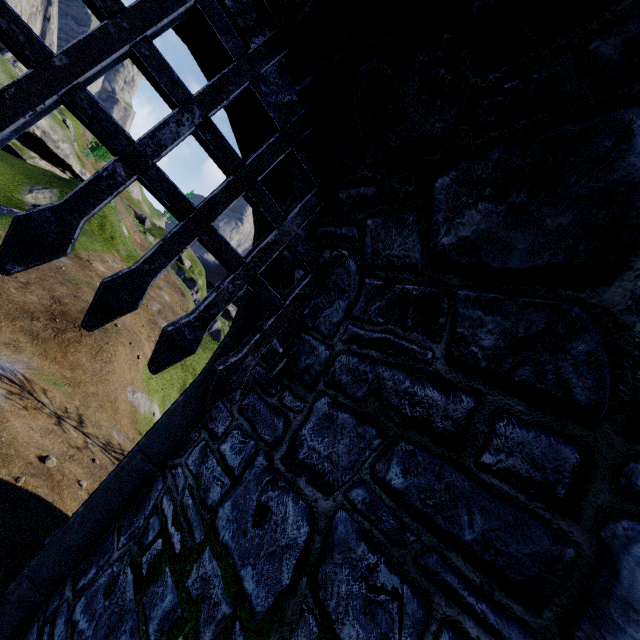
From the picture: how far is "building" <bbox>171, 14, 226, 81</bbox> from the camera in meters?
2.8 m

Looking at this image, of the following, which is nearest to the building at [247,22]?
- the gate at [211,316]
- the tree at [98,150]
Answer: the gate at [211,316]

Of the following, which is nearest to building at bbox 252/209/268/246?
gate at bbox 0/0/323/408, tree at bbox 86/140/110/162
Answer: gate at bbox 0/0/323/408

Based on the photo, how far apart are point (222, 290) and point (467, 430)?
1.9m

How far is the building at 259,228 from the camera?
3.5m

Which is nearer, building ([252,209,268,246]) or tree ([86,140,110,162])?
building ([252,209,268,246])

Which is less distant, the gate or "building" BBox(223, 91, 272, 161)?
the gate
